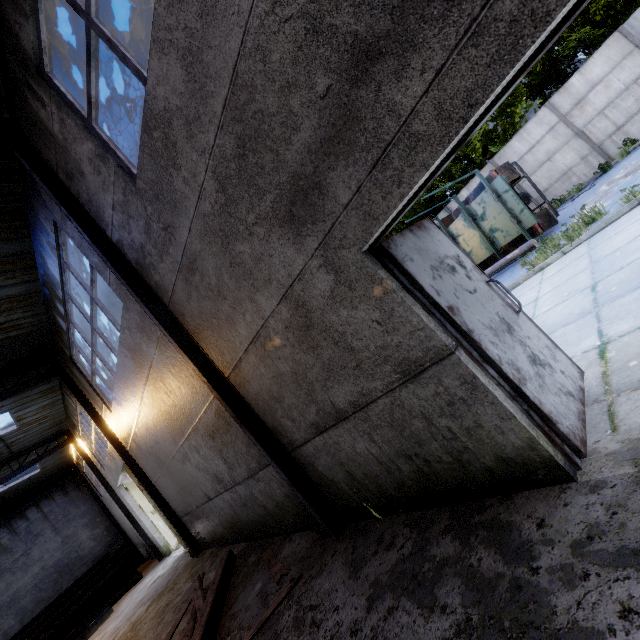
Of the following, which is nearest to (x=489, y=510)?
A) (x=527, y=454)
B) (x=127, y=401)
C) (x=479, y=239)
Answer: (x=527, y=454)

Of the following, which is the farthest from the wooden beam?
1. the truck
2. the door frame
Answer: the truck

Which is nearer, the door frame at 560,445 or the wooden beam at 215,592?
the door frame at 560,445

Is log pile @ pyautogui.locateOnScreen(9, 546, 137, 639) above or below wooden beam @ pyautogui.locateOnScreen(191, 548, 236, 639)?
above

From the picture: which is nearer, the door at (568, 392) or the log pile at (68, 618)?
the door at (568, 392)

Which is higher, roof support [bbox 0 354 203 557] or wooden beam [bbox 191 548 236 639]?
roof support [bbox 0 354 203 557]

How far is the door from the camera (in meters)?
2.42

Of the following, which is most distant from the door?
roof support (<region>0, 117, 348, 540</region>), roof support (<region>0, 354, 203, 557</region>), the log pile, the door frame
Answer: the log pile
